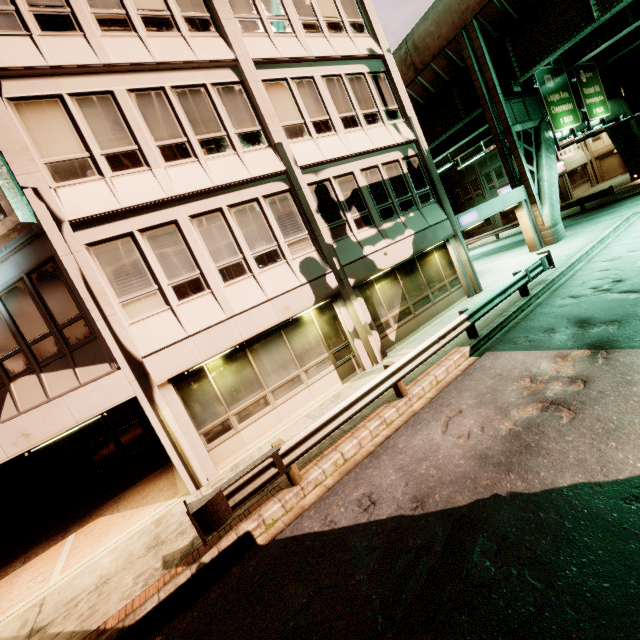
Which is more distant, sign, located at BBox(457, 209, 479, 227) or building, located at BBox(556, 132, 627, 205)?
building, located at BBox(556, 132, 627, 205)

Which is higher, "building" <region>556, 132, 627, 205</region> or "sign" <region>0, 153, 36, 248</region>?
"sign" <region>0, 153, 36, 248</region>

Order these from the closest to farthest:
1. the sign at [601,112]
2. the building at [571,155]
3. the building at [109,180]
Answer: the building at [109,180], the sign at [601,112], the building at [571,155]

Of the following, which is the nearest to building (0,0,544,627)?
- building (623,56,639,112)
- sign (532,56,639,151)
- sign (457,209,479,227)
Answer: sign (457,209,479,227)

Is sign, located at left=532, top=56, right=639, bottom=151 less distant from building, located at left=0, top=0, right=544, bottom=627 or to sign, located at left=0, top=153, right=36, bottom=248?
building, located at left=0, top=0, right=544, bottom=627

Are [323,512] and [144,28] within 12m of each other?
no

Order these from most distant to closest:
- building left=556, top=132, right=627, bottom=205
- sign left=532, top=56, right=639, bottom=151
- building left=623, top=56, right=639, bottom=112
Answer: building left=556, top=132, right=627, bottom=205 < building left=623, top=56, right=639, bottom=112 < sign left=532, top=56, right=639, bottom=151

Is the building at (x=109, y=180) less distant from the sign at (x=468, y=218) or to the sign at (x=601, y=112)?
the sign at (x=468, y=218)
